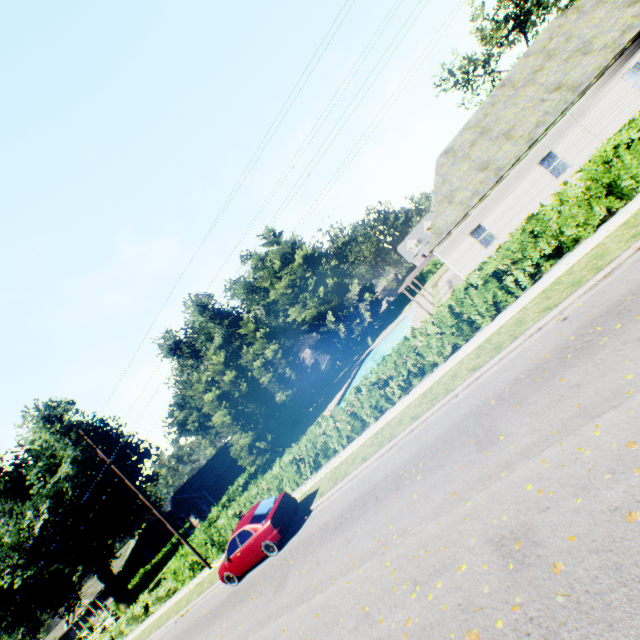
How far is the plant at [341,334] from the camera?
47.4 meters

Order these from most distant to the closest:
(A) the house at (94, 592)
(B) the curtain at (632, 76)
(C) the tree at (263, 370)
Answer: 1. (A) the house at (94, 592)
2. (C) the tree at (263, 370)
3. (B) the curtain at (632, 76)

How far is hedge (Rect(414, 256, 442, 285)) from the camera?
51.28m

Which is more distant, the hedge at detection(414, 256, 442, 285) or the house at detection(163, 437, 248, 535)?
the hedge at detection(414, 256, 442, 285)

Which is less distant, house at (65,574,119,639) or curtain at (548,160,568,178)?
curtain at (548,160,568,178)

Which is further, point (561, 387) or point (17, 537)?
point (17, 537)

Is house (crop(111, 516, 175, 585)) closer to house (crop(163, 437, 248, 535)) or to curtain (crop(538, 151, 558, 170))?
house (crop(163, 437, 248, 535))

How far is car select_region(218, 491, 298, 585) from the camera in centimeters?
1230cm
